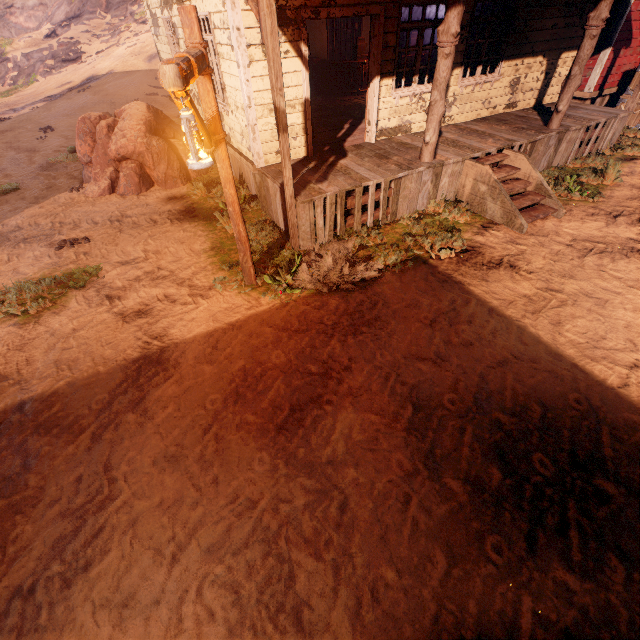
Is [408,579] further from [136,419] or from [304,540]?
[136,419]

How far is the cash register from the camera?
10.98m

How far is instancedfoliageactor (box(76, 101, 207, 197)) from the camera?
8.14m

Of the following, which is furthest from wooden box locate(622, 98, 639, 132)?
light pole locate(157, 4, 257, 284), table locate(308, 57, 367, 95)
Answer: light pole locate(157, 4, 257, 284)

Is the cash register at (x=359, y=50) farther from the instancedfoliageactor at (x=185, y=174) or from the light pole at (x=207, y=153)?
the light pole at (x=207, y=153)

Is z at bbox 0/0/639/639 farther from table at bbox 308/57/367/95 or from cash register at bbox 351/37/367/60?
cash register at bbox 351/37/367/60

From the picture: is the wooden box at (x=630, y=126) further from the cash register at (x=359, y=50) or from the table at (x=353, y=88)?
the cash register at (x=359, y=50)

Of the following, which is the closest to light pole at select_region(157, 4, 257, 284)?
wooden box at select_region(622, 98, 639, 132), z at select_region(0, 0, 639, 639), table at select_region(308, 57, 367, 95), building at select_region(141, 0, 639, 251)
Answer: z at select_region(0, 0, 639, 639)
